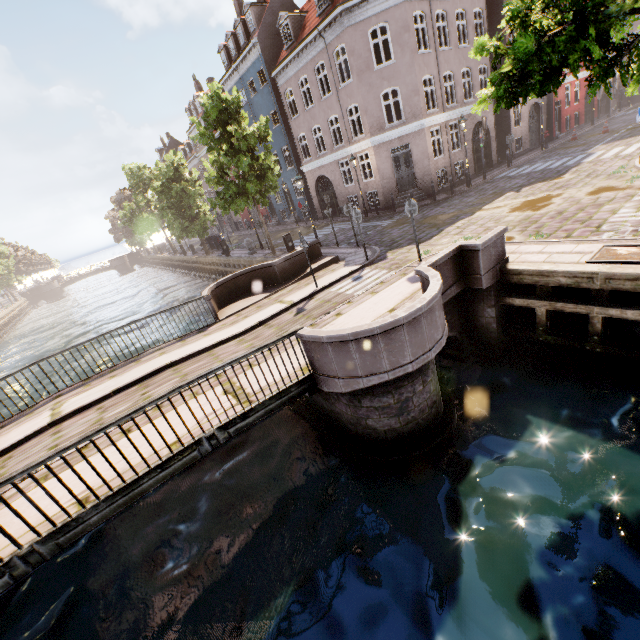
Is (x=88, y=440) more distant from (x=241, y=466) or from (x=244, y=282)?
(x=244, y=282)

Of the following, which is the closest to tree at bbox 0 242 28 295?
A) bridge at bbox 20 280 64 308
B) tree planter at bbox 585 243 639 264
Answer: tree planter at bbox 585 243 639 264

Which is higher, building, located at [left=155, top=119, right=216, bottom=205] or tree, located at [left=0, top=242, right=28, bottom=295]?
building, located at [left=155, top=119, right=216, bottom=205]

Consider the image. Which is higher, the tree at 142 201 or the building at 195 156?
the building at 195 156

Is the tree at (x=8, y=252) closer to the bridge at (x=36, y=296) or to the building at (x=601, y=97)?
the bridge at (x=36, y=296)

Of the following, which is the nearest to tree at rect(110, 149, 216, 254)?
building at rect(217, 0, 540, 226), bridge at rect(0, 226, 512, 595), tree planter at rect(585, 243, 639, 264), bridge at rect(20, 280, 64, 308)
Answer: tree planter at rect(585, 243, 639, 264)
